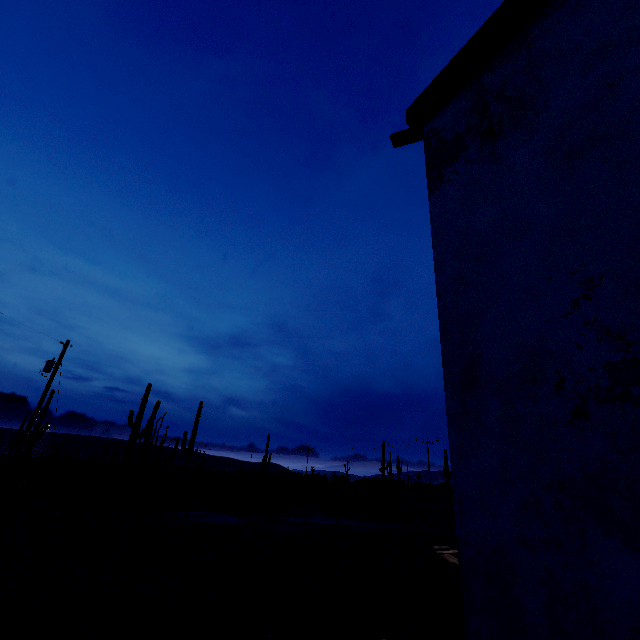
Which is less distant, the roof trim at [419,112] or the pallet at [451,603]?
the pallet at [451,603]

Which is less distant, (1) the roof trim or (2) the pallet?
(2) the pallet

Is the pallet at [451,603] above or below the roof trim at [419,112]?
below

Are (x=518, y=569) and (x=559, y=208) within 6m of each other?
yes

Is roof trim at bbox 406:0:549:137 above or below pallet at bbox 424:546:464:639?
above
